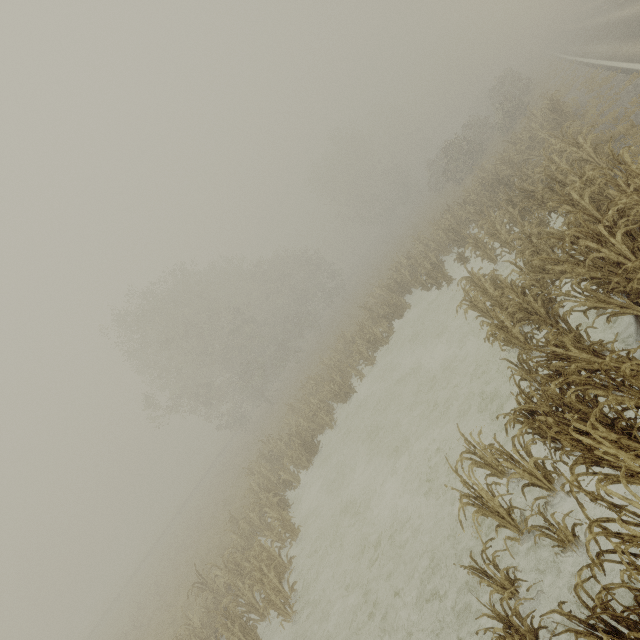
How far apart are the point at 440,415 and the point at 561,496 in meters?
4.8
